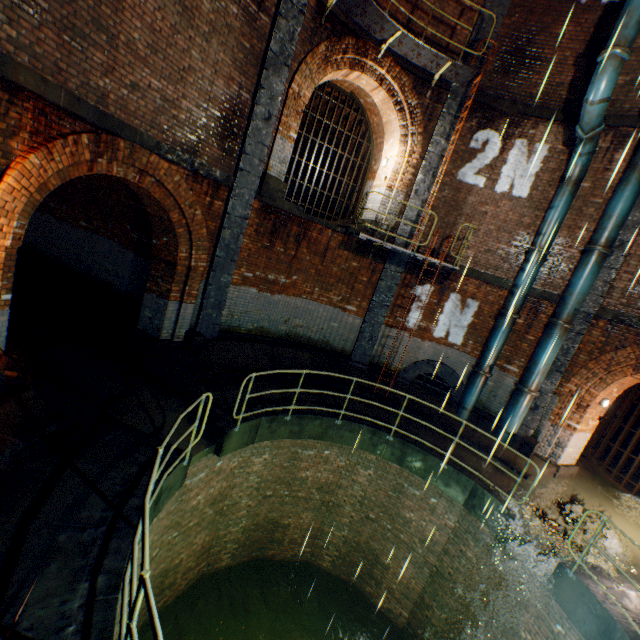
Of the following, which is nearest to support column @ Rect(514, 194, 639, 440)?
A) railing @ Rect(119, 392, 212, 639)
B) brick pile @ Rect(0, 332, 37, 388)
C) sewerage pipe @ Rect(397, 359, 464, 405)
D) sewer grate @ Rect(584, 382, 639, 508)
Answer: sewerage pipe @ Rect(397, 359, 464, 405)

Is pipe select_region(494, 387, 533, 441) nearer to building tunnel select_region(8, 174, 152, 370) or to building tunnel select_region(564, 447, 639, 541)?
building tunnel select_region(564, 447, 639, 541)

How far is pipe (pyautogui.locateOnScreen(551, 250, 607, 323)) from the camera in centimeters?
862cm

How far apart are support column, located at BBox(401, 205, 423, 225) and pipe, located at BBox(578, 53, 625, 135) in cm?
299

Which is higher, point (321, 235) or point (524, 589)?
point (321, 235)

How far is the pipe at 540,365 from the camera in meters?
9.1 m

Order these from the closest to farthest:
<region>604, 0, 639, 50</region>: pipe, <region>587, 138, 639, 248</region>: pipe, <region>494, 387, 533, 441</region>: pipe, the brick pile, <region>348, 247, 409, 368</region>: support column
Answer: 1. the brick pile
2. <region>604, 0, 639, 50</region>: pipe
3. <region>587, 138, 639, 248</region>: pipe
4. <region>494, 387, 533, 441</region>: pipe
5. <region>348, 247, 409, 368</region>: support column

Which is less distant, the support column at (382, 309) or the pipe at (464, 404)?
Result: the pipe at (464, 404)
